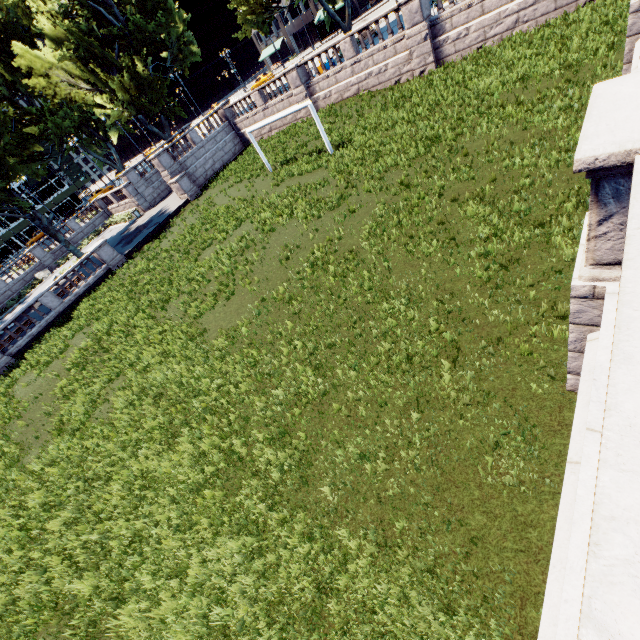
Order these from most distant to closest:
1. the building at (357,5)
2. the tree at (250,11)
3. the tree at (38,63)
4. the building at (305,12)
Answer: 1. the building at (305,12)
2. the building at (357,5)
3. the tree at (38,63)
4. the tree at (250,11)

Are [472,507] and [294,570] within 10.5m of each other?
yes

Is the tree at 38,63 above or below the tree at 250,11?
above

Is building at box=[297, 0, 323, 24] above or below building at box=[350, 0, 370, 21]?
above

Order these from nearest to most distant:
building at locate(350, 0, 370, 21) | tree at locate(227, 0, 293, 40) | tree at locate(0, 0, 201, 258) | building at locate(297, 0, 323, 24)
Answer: tree at locate(227, 0, 293, 40), tree at locate(0, 0, 201, 258), building at locate(350, 0, 370, 21), building at locate(297, 0, 323, 24)

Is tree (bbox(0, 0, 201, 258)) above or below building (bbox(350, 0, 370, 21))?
above
